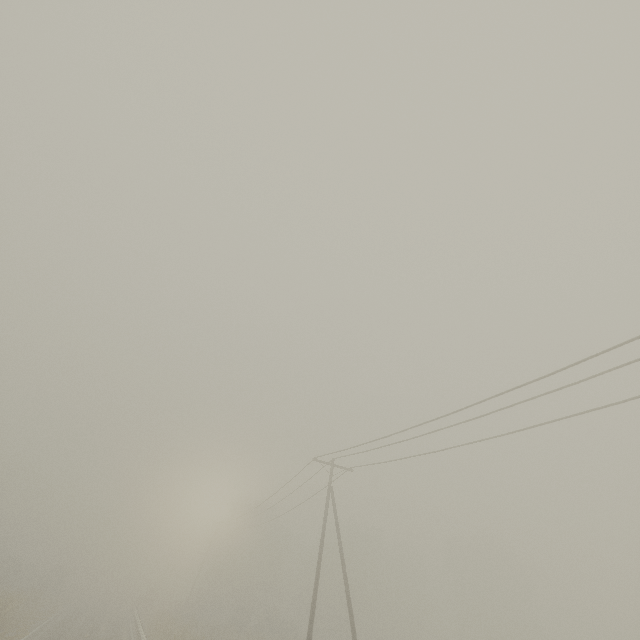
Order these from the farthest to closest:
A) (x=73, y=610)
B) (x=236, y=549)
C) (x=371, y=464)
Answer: (x=236, y=549) < (x=73, y=610) < (x=371, y=464)
